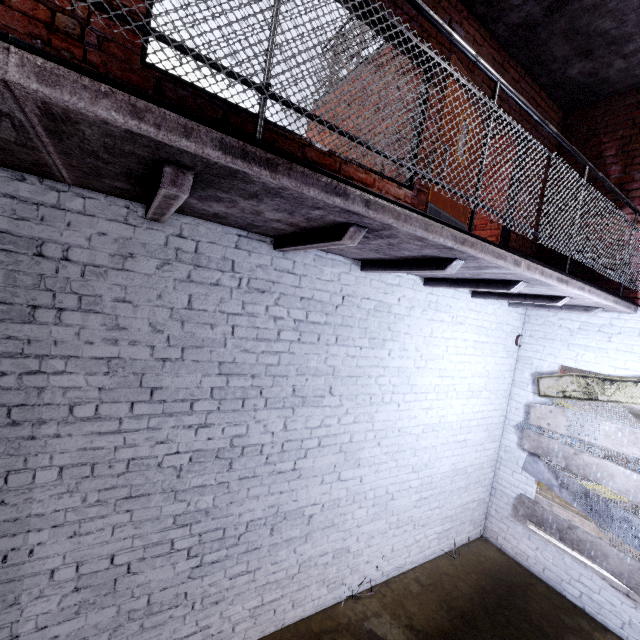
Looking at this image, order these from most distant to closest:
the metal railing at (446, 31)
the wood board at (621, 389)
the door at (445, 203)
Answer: the wood board at (621, 389)
the door at (445, 203)
the metal railing at (446, 31)

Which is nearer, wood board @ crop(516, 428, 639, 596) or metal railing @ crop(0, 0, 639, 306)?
metal railing @ crop(0, 0, 639, 306)

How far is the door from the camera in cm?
347

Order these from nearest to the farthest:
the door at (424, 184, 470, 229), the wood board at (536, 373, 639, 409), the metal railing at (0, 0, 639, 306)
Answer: the metal railing at (0, 0, 639, 306) < the door at (424, 184, 470, 229) < the wood board at (536, 373, 639, 409)

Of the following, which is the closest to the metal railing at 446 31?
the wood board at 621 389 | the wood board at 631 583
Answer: the wood board at 621 389

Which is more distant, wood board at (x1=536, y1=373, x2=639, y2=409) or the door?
wood board at (x1=536, y1=373, x2=639, y2=409)

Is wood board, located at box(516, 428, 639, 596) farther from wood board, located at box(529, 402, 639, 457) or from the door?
the door

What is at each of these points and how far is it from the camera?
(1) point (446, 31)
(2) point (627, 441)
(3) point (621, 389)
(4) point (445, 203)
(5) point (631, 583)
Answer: (1) metal railing, 1.77m
(2) wood board, 3.99m
(3) wood board, 4.09m
(4) door, 3.68m
(5) wood board, 3.83m
